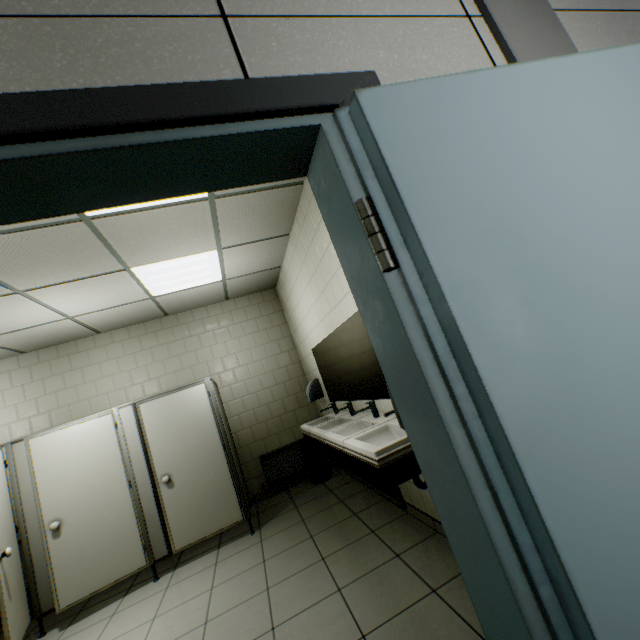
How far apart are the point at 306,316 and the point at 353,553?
2.7 meters

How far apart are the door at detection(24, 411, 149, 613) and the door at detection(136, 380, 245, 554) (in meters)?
0.24

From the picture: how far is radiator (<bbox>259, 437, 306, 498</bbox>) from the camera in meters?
5.0

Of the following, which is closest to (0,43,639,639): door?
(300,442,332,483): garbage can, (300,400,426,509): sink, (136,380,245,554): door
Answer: (300,400,426,509): sink

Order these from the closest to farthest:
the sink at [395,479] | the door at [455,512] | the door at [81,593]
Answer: the door at [455,512]
the sink at [395,479]
the door at [81,593]

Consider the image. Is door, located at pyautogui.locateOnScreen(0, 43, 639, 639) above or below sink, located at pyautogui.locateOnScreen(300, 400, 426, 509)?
above

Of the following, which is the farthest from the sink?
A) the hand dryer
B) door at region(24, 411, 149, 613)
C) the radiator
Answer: door at region(24, 411, 149, 613)

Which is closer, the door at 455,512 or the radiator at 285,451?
the door at 455,512
